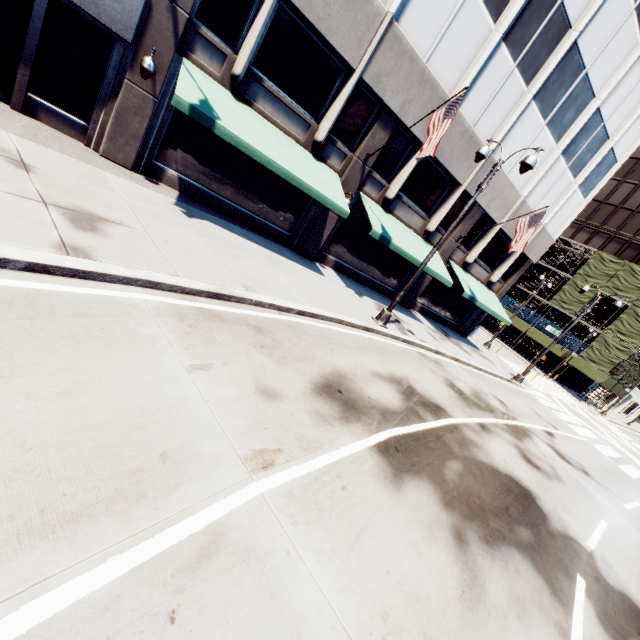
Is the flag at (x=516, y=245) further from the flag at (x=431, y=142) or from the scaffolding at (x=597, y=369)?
the scaffolding at (x=597, y=369)

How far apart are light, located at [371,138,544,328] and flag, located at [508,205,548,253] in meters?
6.3 m

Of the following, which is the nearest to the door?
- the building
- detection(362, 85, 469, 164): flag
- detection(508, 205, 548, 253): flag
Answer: the building

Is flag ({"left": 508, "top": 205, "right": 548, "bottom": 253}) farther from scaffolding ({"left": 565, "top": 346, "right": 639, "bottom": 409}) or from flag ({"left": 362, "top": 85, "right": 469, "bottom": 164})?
scaffolding ({"left": 565, "top": 346, "right": 639, "bottom": 409})

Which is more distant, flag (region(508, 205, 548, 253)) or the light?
flag (region(508, 205, 548, 253))

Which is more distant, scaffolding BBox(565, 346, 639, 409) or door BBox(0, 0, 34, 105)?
scaffolding BBox(565, 346, 639, 409)

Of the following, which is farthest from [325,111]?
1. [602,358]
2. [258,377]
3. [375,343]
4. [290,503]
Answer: [602,358]

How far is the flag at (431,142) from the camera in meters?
10.7
